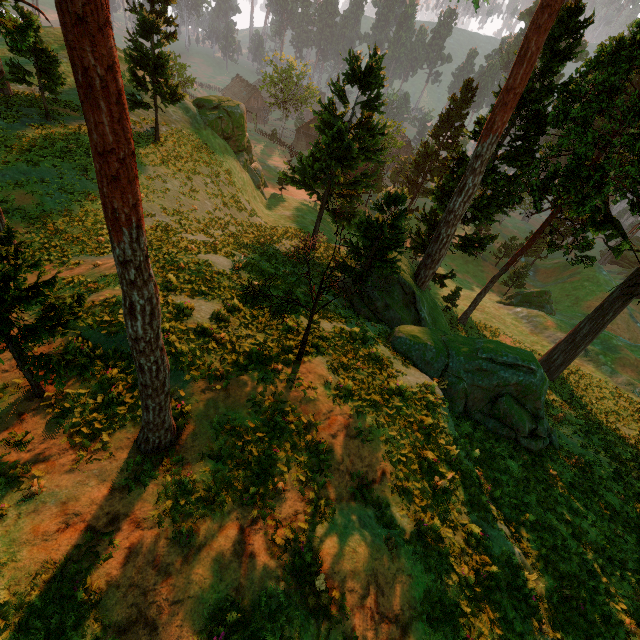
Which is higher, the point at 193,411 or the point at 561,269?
the point at 193,411

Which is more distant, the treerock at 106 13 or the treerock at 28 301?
the treerock at 28 301

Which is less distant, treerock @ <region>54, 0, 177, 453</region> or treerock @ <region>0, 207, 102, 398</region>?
treerock @ <region>54, 0, 177, 453</region>

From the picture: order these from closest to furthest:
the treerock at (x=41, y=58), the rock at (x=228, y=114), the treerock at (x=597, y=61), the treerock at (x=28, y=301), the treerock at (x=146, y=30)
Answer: the treerock at (x=28, y=301), the treerock at (x=41, y=58), the treerock at (x=597, y=61), the treerock at (x=146, y=30), the rock at (x=228, y=114)

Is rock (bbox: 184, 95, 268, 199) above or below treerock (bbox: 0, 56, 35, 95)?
below

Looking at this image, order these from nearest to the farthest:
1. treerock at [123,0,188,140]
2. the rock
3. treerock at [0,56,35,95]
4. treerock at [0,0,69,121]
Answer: treerock at [0,0,69,121] → treerock at [0,56,35,95] → treerock at [123,0,188,140] → the rock

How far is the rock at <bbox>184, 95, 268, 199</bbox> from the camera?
35.4m
